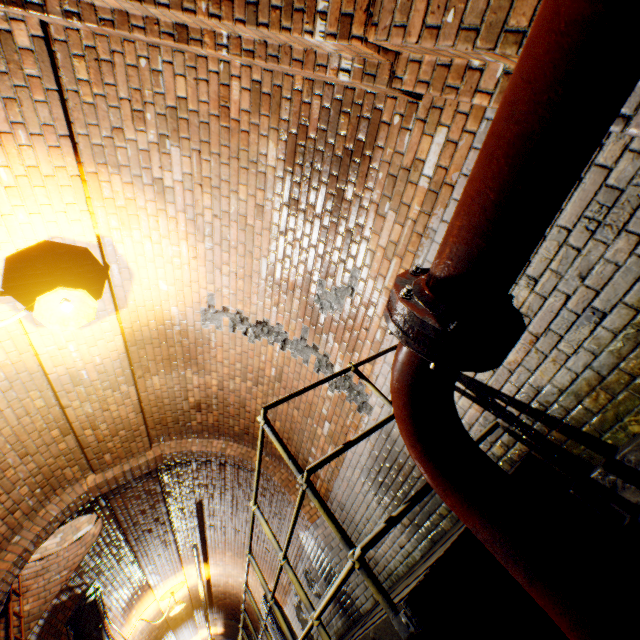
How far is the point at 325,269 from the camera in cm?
328

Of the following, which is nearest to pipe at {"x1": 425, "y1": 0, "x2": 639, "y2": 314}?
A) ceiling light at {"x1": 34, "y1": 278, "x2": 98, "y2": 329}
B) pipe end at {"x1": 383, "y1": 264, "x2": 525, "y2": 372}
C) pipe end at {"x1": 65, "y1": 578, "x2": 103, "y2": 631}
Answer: pipe end at {"x1": 383, "y1": 264, "x2": 525, "y2": 372}

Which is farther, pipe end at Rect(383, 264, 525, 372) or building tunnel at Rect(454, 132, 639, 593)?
building tunnel at Rect(454, 132, 639, 593)

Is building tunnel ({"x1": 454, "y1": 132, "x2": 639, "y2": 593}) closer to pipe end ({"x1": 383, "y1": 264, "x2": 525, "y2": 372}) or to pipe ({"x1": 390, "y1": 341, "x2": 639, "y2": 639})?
pipe ({"x1": 390, "y1": 341, "x2": 639, "y2": 639})

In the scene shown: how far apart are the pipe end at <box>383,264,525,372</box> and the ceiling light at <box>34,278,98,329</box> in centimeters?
305cm

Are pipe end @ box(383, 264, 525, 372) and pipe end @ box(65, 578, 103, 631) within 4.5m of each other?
no

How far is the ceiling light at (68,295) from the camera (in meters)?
2.86

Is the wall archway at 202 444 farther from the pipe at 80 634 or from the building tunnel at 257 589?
the pipe at 80 634
